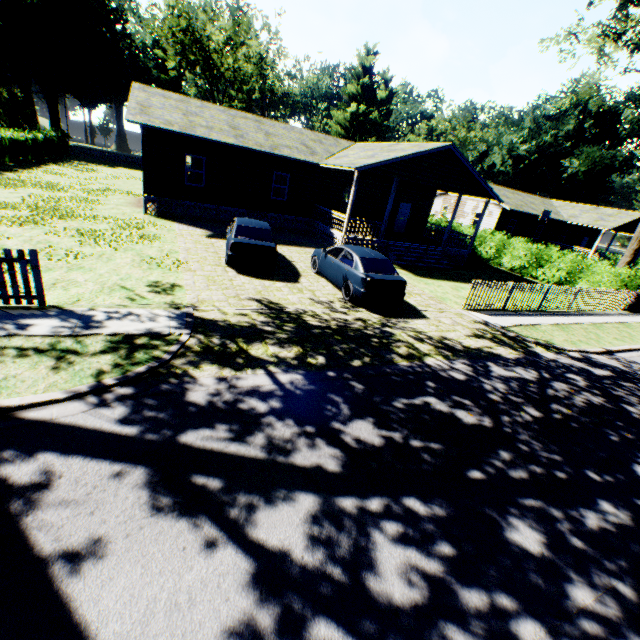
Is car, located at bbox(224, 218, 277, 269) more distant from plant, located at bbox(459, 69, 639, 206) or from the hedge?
plant, located at bbox(459, 69, 639, 206)

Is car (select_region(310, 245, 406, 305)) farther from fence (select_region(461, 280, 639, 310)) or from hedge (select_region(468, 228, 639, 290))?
hedge (select_region(468, 228, 639, 290))

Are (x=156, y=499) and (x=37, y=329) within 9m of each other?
yes

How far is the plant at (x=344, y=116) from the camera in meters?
52.6

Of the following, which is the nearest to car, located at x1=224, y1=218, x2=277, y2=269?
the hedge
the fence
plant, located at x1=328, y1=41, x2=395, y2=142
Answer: the fence

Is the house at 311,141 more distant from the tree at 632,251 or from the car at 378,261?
the tree at 632,251

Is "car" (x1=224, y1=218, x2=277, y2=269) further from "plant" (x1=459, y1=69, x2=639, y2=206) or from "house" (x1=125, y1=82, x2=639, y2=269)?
"plant" (x1=459, y1=69, x2=639, y2=206)

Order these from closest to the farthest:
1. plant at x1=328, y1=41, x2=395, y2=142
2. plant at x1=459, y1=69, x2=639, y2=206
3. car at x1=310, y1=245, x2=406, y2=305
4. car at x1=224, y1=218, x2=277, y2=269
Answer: car at x1=310, y1=245, x2=406, y2=305, car at x1=224, y1=218, x2=277, y2=269, plant at x1=459, y1=69, x2=639, y2=206, plant at x1=328, y1=41, x2=395, y2=142
